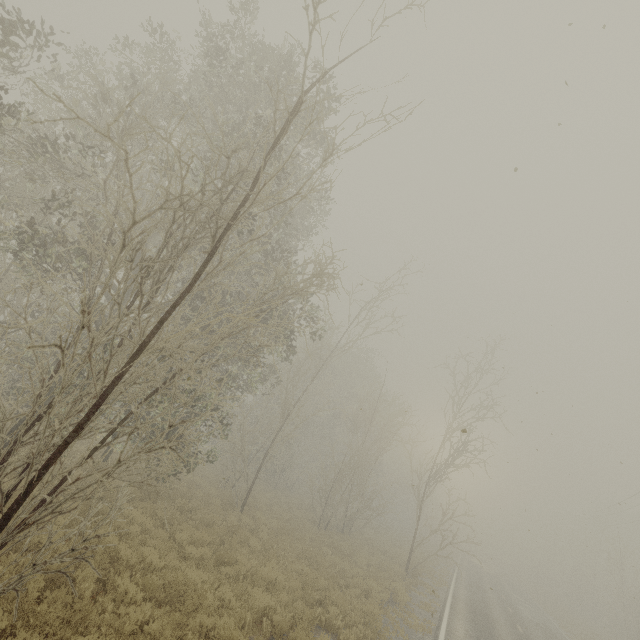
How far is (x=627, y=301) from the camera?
7.9m

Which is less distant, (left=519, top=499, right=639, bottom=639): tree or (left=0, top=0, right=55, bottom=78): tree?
(left=0, top=0, right=55, bottom=78): tree

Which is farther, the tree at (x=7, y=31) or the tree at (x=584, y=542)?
the tree at (x=584, y=542)
